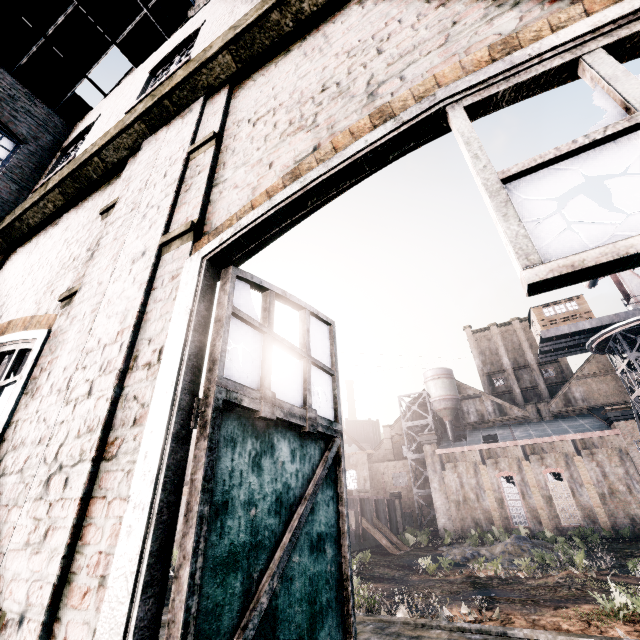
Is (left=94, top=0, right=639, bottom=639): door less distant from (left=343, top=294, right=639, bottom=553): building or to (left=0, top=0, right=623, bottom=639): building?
(left=0, top=0, right=623, bottom=639): building

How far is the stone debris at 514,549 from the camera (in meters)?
26.38

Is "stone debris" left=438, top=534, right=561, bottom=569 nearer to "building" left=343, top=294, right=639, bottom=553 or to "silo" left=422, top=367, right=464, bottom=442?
"building" left=343, top=294, right=639, bottom=553

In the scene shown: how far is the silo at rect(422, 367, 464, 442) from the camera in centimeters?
5003cm

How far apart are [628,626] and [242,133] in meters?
18.1

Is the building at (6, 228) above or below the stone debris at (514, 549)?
above

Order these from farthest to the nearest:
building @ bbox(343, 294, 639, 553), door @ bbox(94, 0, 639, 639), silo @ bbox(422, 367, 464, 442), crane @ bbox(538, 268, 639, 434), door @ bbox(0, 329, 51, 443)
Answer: silo @ bbox(422, 367, 464, 442)
building @ bbox(343, 294, 639, 553)
crane @ bbox(538, 268, 639, 434)
door @ bbox(0, 329, 51, 443)
door @ bbox(94, 0, 639, 639)

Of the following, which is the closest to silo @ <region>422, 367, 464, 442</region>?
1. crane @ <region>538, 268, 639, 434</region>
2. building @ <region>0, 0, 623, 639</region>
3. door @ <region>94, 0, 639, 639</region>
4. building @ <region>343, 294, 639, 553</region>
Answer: building @ <region>343, 294, 639, 553</region>
